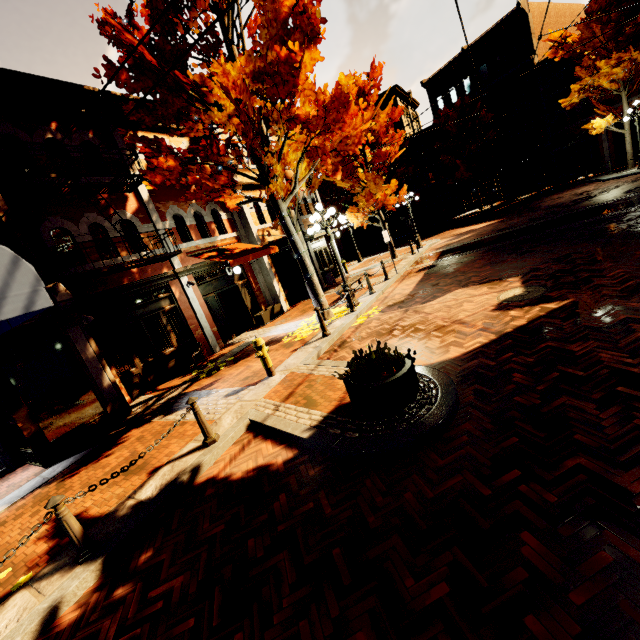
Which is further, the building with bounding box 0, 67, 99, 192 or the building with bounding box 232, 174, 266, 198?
the building with bounding box 232, 174, 266, 198

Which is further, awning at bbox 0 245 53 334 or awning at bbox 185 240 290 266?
awning at bbox 185 240 290 266

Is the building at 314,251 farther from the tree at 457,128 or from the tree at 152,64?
the tree at 457,128

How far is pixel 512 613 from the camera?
2.1m

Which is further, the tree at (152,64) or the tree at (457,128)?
the tree at (457,128)

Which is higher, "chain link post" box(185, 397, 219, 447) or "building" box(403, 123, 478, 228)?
"building" box(403, 123, 478, 228)

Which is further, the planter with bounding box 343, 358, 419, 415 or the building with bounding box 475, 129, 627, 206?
the building with bounding box 475, 129, 627, 206

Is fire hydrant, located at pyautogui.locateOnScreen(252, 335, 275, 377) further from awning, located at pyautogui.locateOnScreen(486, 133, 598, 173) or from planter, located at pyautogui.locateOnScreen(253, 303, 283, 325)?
awning, located at pyautogui.locateOnScreen(486, 133, 598, 173)
